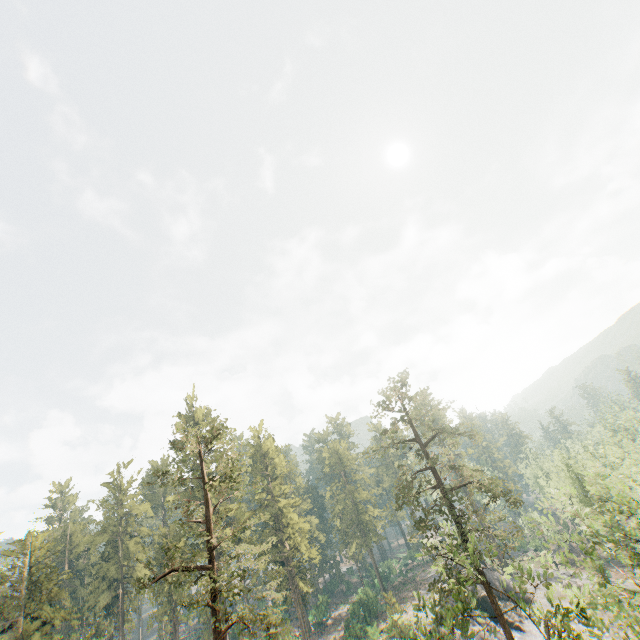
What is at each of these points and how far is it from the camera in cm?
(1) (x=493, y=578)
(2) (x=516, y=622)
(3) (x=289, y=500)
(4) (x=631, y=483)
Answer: (1) rock, 4875
(2) rock, 4012
(3) foliage, 5047
(4) foliage, 4584

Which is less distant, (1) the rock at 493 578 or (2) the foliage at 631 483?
(2) the foliage at 631 483

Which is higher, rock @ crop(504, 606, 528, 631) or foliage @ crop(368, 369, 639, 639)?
foliage @ crop(368, 369, 639, 639)

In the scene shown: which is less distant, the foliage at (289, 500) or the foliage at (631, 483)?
the foliage at (631, 483)

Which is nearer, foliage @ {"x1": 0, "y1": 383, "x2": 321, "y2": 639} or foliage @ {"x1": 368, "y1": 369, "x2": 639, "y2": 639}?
foliage @ {"x1": 368, "y1": 369, "x2": 639, "y2": 639}

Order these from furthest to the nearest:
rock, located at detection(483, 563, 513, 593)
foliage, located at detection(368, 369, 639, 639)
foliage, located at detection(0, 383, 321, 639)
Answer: rock, located at detection(483, 563, 513, 593) → foliage, located at detection(0, 383, 321, 639) → foliage, located at detection(368, 369, 639, 639)

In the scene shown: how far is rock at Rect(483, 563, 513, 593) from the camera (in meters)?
46.97
